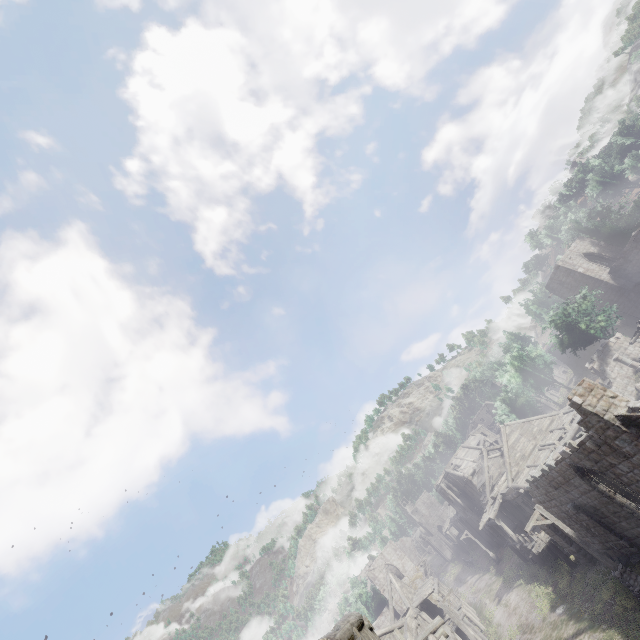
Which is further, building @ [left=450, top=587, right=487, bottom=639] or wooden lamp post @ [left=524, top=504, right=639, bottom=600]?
building @ [left=450, top=587, right=487, bottom=639]

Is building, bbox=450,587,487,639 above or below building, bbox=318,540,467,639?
below

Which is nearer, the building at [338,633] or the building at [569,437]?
the building at [338,633]

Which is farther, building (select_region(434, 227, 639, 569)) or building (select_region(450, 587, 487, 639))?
building (select_region(450, 587, 487, 639))

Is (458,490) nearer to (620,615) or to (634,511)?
(620,615)

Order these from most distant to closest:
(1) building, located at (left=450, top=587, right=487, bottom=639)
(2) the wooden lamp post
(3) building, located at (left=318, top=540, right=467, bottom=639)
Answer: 1. (1) building, located at (left=450, top=587, right=487, bottom=639)
2. (2) the wooden lamp post
3. (3) building, located at (left=318, top=540, right=467, bottom=639)

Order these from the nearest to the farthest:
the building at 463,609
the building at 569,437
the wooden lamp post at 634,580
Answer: the building at 569,437 → the wooden lamp post at 634,580 → the building at 463,609

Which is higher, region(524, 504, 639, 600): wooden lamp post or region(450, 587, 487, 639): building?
region(450, 587, 487, 639): building
